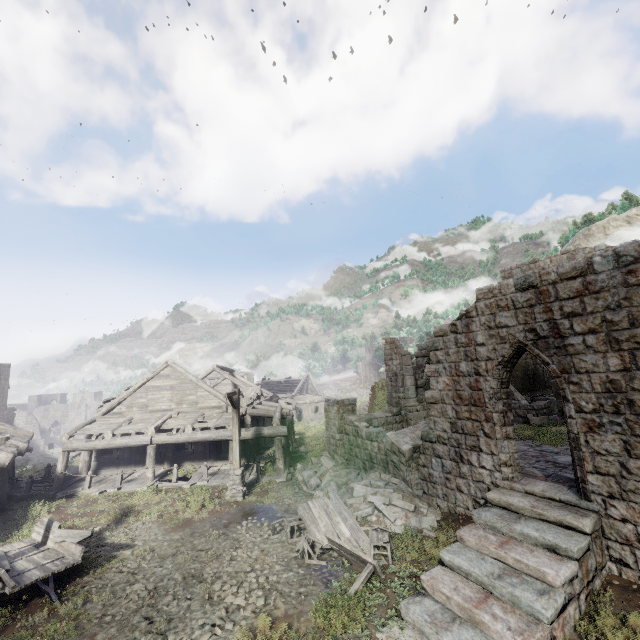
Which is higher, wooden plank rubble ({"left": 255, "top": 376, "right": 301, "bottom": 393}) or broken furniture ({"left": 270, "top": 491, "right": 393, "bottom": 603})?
wooden plank rubble ({"left": 255, "top": 376, "right": 301, "bottom": 393})

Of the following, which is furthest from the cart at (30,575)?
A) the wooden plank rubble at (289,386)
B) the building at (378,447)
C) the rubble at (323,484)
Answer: the wooden plank rubble at (289,386)

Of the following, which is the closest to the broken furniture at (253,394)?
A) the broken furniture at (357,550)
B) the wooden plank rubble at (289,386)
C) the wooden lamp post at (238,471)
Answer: the wooden lamp post at (238,471)

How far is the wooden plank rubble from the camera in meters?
46.0 m

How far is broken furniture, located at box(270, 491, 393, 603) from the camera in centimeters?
827cm

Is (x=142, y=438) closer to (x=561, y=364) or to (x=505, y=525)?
(x=505, y=525)

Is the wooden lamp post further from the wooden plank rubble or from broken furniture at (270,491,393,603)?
the wooden plank rubble

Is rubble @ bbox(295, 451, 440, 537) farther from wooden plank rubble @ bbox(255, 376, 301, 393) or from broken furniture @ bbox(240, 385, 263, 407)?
wooden plank rubble @ bbox(255, 376, 301, 393)
